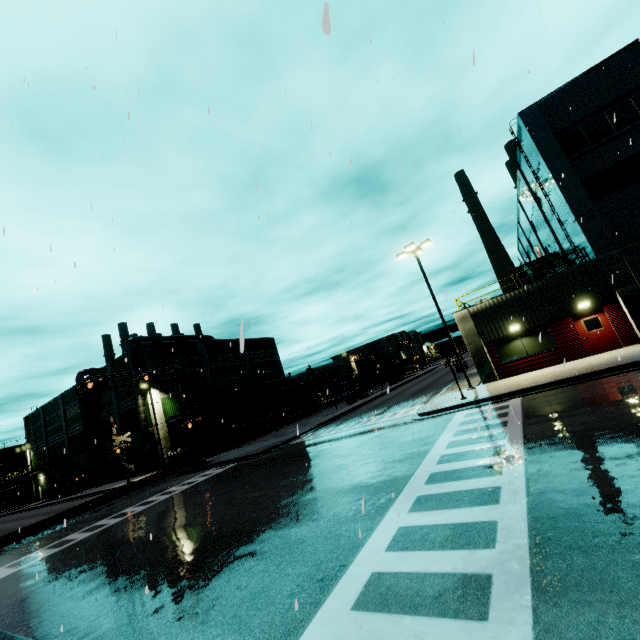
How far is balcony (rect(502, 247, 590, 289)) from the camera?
18.7 meters

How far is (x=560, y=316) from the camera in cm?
1856

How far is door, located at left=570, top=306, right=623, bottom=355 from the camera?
17.45m

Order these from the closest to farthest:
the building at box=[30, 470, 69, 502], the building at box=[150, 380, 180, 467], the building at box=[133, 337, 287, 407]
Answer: the building at box=[150, 380, 180, 467] → the building at box=[133, 337, 287, 407] → the building at box=[30, 470, 69, 502]

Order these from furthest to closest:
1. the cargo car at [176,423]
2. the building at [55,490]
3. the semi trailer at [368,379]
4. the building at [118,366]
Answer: the building at [55,490], the semi trailer at [368,379], the building at [118,366], the cargo car at [176,423]

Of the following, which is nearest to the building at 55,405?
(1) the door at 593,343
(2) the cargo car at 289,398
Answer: (1) the door at 593,343

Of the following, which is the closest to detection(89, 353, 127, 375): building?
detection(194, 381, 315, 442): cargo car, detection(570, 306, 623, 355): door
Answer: detection(570, 306, 623, 355): door

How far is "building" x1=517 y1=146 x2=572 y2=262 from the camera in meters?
24.2 m
